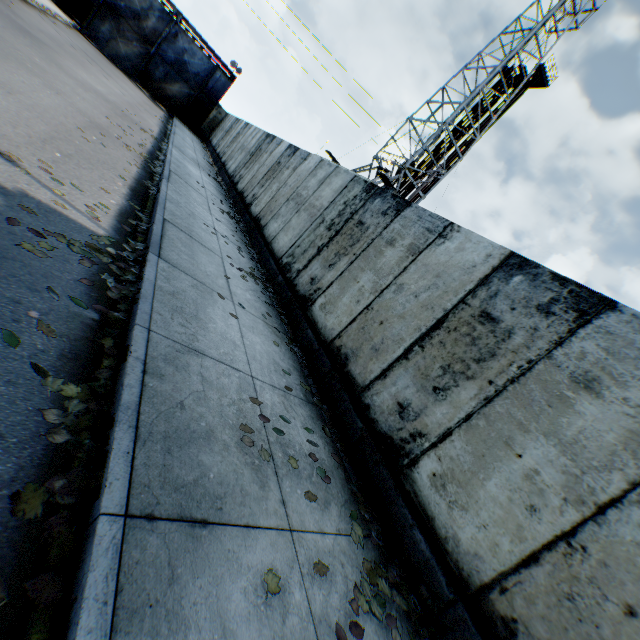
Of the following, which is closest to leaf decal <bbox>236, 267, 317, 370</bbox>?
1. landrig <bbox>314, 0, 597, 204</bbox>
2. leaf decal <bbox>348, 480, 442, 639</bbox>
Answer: leaf decal <bbox>348, 480, 442, 639</bbox>

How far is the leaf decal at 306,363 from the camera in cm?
566

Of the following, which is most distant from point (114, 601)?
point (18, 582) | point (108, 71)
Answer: point (108, 71)

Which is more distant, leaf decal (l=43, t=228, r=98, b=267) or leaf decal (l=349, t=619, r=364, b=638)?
leaf decal (l=43, t=228, r=98, b=267)

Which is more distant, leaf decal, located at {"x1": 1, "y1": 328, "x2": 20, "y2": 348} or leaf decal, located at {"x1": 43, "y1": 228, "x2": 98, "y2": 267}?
leaf decal, located at {"x1": 43, "y1": 228, "x2": 98, "y2": 267}

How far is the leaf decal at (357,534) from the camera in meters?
3.1

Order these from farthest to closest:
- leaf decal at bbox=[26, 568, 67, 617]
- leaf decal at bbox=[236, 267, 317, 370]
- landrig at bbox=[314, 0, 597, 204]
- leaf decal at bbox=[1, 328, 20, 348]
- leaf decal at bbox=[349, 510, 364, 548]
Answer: landrig at bbox=[314, 0, 597, 204]
leaf decal at bbox=[236, 267, 317, 370]
leaf decal at bbox=[349, 510, 364, 548]
leaf decal at bbox=[1, 328, 20, 348]
leaf decal at bbox=[26, 568, 67, 617]

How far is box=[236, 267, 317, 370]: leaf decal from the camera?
5.7m
